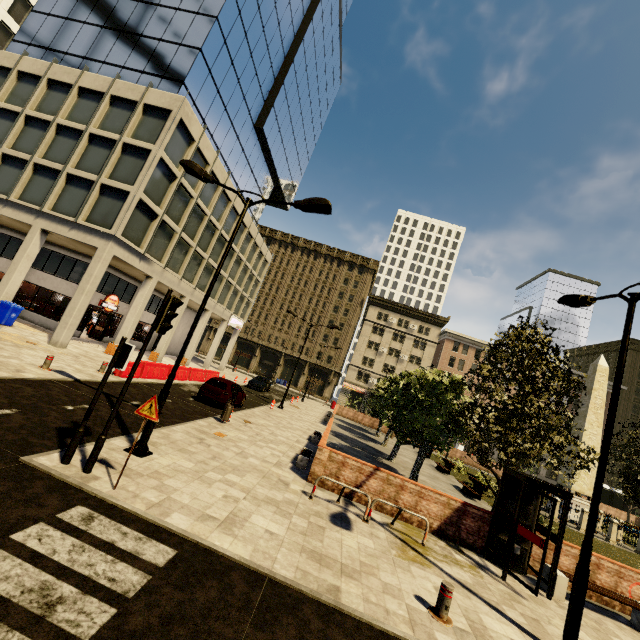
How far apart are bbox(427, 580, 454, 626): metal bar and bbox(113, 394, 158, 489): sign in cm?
624

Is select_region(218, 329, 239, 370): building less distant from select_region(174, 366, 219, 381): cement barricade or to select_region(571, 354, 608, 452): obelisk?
select_region(174, 366, 219, 381): cement barricade

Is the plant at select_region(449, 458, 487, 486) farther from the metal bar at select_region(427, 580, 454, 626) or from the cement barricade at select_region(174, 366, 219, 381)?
the cement barricade at select_region(174, 366, 219, 381)

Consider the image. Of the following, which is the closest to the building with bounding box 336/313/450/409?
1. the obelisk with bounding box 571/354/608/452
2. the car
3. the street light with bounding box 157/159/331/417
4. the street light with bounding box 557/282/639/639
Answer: the car

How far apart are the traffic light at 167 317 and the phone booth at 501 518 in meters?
10.0

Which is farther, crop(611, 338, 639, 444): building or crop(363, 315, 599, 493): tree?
crop(611, 338, 639, 444): building

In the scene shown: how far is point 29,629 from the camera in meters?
3.2 m

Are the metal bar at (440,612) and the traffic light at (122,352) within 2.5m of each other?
no
